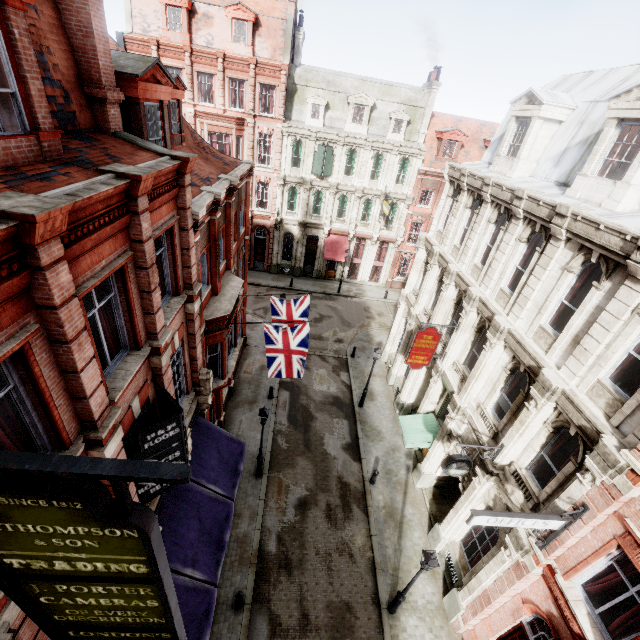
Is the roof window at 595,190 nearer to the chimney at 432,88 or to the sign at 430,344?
the sign at 430,344

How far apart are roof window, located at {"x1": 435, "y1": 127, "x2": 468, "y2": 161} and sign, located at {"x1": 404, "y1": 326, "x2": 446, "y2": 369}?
23.2 meters

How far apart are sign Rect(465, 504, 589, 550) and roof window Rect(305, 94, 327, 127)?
30.6m

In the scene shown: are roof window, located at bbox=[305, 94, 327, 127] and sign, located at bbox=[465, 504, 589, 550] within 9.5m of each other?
no

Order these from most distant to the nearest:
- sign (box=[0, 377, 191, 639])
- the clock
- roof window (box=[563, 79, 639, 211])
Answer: the clock → roof window (box=[563, 79, 639, 211]) → sign (box=[0, 377, 191, 639])

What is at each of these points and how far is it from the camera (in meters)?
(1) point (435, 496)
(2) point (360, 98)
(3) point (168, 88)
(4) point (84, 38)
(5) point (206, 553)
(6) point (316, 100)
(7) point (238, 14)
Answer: →
(1) tunnel, 16.33
(2) roof window, 27.84
(3) roof window, 9.66
(4) chimney, 6.41
(5) awning, 10.05
(6) roof window, 27.67
(7) roof window, 24.72

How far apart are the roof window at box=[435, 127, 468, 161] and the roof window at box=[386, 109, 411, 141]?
3.4m

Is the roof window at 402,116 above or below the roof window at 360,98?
below
